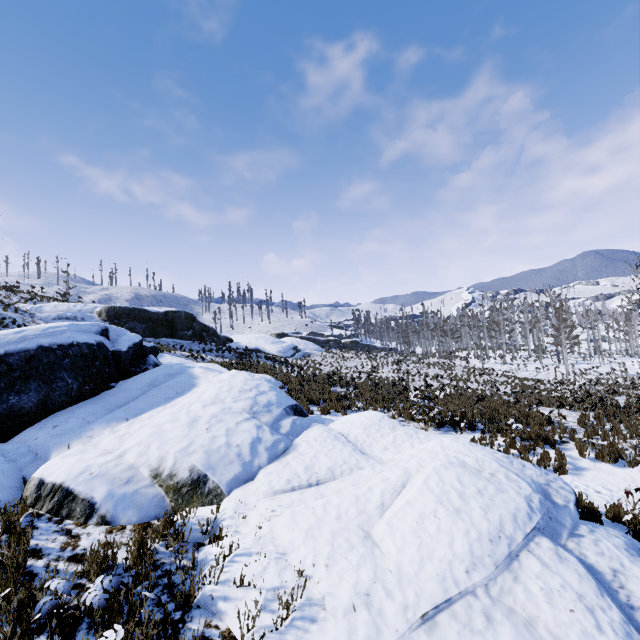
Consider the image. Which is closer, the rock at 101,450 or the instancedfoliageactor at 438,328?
the rock at 101,450

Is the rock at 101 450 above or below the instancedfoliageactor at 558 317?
below

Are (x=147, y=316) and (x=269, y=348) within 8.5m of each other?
no

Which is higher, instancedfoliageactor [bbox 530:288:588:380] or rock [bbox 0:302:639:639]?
instancedfoliageactor [bbox 530:288:588:380]

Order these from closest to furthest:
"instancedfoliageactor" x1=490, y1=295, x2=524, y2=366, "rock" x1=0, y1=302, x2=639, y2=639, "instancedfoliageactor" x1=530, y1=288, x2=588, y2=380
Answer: "rock" x1=0, y1=302, x2=639, y2=639
"instancedfoliageactor" x1=530, y1=288, x2=588, y2=380
"instancedfoliageactor" x1=490, y1=295, x2=524, y2=366

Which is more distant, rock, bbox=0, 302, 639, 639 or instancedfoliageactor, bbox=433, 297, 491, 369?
instancedfoliageactor, bbox=433, 297, 491, 369
